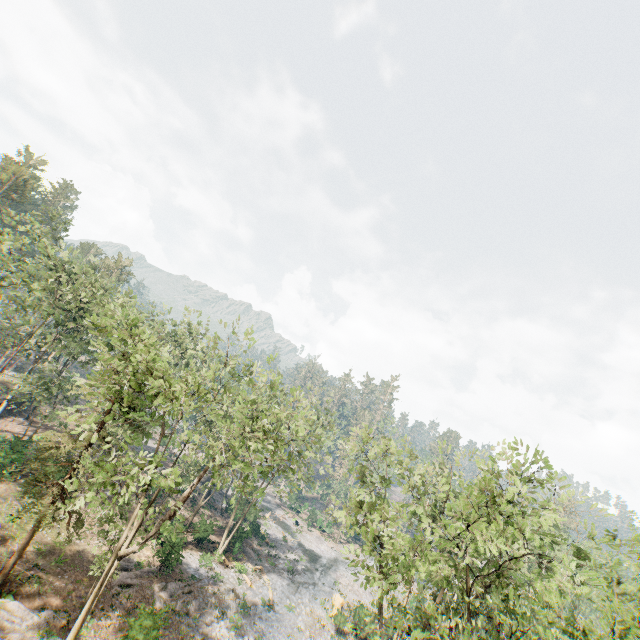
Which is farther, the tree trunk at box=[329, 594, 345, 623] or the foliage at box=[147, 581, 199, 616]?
the tree trunk at box=[329, 594, 345, 623]

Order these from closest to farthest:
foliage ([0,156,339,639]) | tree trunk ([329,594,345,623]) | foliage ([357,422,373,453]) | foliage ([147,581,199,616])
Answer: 1. foliage ([0,156,339,639])
2. foliage ([357,422,373,453])
3. foliage ([147,581,199,616])
4. tree trunk ([329,594,345,623])

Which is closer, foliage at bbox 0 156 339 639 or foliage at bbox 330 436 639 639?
foliage at bbox 330 436 639 639

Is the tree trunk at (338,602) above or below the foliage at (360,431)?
below

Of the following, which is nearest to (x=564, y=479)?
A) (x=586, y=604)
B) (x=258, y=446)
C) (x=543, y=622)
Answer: (x=543, y=622)

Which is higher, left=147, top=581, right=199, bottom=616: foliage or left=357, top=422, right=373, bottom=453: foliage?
left=357, top=422, right=373, bottom=453: foliage

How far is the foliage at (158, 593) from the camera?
23.6m
